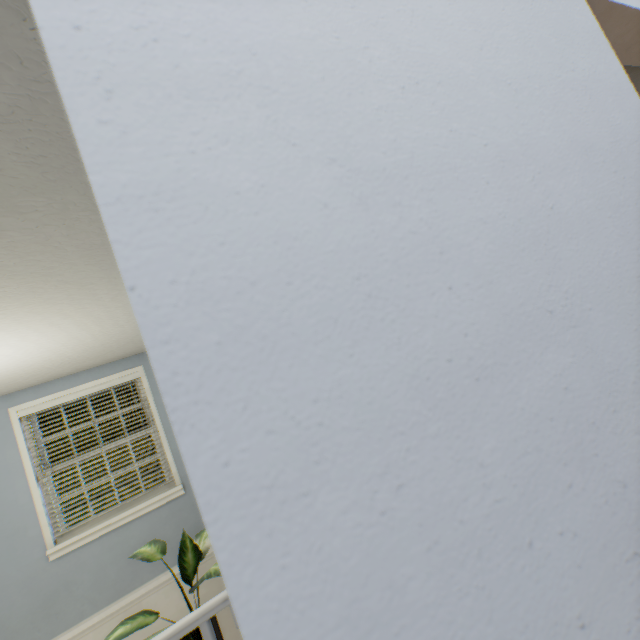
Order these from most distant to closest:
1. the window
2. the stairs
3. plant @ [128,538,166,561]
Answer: the window
plant @ [128,538,166,561]
the stairs

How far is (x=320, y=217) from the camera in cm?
26

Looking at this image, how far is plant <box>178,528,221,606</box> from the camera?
1.7m

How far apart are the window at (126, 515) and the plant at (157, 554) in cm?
175

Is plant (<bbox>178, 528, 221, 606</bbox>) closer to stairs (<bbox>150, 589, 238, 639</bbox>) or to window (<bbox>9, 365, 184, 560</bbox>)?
stairs (<bbox>150, 589, 238, 639</bbox>)

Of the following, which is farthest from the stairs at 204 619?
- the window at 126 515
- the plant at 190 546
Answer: the window at 126 515

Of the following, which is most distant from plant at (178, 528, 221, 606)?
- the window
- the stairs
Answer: the window

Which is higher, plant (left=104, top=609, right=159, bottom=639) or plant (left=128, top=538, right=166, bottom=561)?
plant (left=128, top=538, right=166, bottom=561)
